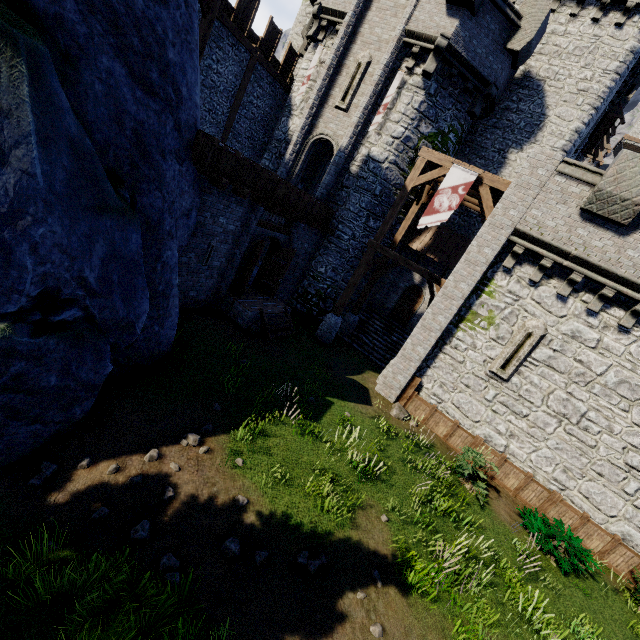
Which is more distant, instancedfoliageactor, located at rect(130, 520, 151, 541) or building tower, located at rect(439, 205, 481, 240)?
building tower, located at rect(439, 205, 481, 240)

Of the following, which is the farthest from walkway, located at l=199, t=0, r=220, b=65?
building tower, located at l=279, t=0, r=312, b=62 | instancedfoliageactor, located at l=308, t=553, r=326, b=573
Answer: instancedfoliageactor, located at l=308, t=553, r=326, b=573

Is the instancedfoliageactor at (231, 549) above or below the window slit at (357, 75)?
below

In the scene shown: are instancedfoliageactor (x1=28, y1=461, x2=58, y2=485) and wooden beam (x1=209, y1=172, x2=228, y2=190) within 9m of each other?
yes

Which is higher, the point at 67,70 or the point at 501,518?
the point at 67,70

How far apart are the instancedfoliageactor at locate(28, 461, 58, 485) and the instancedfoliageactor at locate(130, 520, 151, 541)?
1.6m

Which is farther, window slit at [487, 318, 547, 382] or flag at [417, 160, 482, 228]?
flag at [417, 160, 482, 228]

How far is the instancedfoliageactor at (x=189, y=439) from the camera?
6.82m
